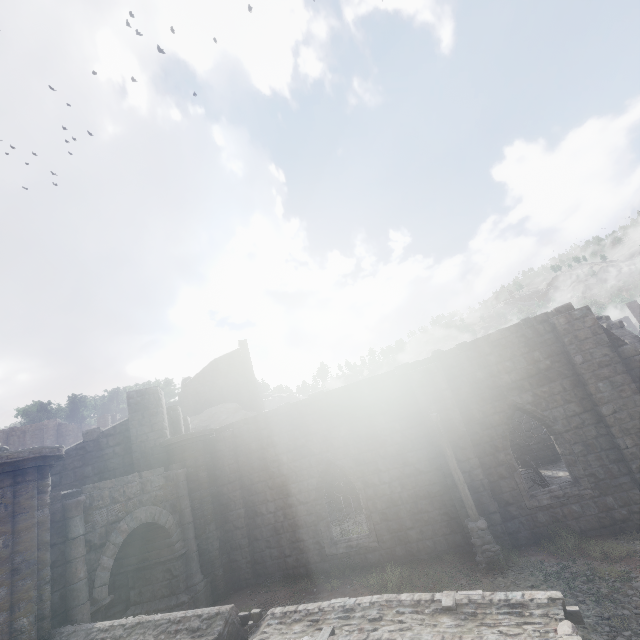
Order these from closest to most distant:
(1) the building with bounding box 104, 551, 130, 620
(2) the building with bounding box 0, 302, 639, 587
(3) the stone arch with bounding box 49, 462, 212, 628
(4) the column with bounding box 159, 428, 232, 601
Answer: (3) the stone arch with bounding box 49, 462, 212, 628 → (2) the building with bounding box 0, 302, 639, 587 → (1) the building with bounding box 104, 551, 130, 620 → (4) the column with bounding box 159, 428, 232, 601

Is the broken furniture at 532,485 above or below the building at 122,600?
below

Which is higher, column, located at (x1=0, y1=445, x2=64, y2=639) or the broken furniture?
column, located at (x1=0, y1=445, x2=64, y2=639)

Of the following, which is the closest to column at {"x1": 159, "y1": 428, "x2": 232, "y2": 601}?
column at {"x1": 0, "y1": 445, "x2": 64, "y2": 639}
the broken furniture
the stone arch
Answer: the stone arch

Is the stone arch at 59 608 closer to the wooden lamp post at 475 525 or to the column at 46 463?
the column at 46 463

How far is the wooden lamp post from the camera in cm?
978

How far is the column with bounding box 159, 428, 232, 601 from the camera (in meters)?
12.50

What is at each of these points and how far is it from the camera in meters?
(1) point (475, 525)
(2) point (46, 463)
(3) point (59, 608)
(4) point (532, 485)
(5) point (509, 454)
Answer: (1) wooden lamp post, 10.2
(2) column, 8.2
(3) stone arch, 7.8
(4) broken furniture, 14.4
(5) building, 11.5
